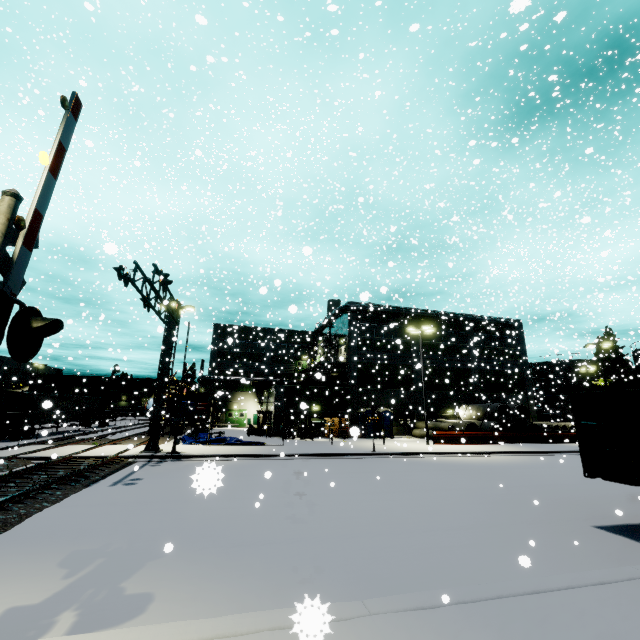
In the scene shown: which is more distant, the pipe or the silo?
the silo

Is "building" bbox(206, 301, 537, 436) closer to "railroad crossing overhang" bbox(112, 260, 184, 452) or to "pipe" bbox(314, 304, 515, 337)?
"pipe" bbox(314, 304, 515, 337)

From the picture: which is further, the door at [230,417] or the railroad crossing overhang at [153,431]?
the door at [230,417]

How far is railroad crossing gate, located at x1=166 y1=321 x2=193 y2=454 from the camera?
18.00m

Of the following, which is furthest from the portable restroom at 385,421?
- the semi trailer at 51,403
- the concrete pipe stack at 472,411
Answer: the semi trailer at 51,403

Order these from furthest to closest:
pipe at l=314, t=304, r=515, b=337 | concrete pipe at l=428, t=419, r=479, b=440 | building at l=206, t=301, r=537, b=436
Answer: pipe at l=314, t=304, r=515, b=337 < building at l=206, t=301, r=537, b=436 < concrete pipe at l=428, t=419, r=479, b=440

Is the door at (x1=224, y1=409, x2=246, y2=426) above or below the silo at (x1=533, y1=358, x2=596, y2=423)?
below

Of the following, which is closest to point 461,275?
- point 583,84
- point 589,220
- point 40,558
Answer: point 583,84
